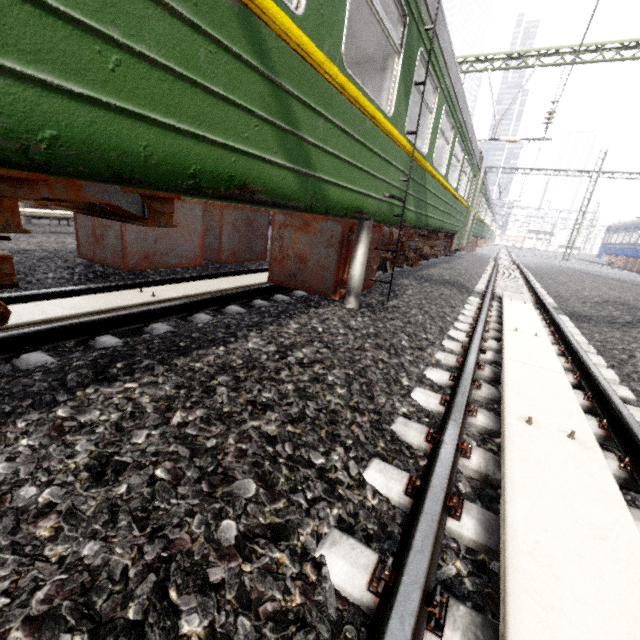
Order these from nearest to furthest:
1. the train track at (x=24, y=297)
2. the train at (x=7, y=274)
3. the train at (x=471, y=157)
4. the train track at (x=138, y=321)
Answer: the train at (x=7, y=274) → the train track at (x=138, y=321) → the train track at (x=24, y=297) → the train at (x=471, y=157)

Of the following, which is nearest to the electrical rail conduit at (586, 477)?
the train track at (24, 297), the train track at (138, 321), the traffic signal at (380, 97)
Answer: the traffic signal at (380, 97)

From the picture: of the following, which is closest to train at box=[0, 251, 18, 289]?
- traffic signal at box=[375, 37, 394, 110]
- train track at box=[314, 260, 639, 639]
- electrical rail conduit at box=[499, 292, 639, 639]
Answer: traffic signal at box=[375, 37, 394, 110]

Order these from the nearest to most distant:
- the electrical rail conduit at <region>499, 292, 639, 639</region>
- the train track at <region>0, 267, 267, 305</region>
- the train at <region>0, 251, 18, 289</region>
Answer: the electrical rail conduit at <region>499, 292, 639, 639</region>, the train at <region>0, 251, 18, 289</region>, the train track at <region>0, 267, 267, 305</region>

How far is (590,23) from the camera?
5.4m

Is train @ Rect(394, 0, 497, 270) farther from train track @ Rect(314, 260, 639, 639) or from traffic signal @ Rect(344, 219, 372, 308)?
train track @ Rect(314, 260, 639, 639)

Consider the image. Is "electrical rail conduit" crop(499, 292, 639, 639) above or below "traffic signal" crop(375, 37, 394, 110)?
below

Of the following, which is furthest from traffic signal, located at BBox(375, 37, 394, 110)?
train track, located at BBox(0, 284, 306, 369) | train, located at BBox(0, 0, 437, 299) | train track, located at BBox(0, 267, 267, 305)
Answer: train track, located at BBox(0, 267, 267, 305)
